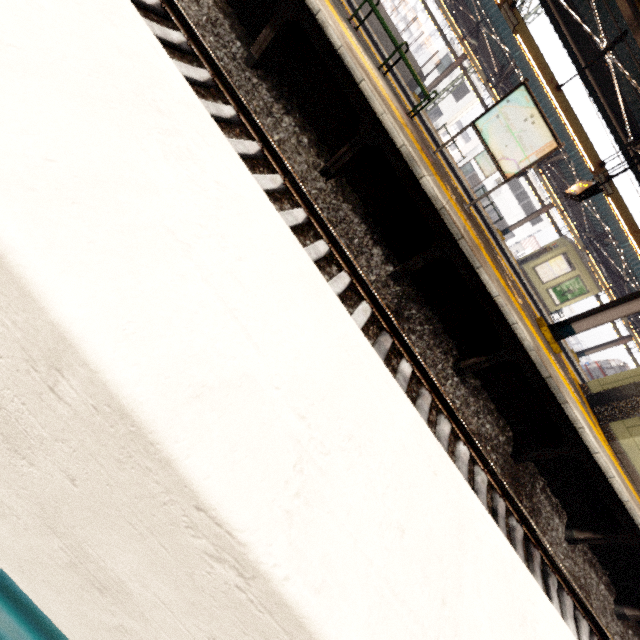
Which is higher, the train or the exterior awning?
the train

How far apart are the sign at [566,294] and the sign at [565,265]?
0.3m

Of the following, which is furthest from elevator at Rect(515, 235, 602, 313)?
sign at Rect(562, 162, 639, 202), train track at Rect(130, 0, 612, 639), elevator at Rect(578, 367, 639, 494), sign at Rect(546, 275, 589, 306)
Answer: train track at Rect(130, 0, 612, 639)

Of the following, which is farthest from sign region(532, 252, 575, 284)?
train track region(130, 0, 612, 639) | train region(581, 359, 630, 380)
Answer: train track region(130, 0, 612, 639)

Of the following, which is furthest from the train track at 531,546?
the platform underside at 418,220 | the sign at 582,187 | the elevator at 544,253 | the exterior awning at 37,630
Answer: the elevator at 544,253

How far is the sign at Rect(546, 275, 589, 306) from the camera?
19.0 meters

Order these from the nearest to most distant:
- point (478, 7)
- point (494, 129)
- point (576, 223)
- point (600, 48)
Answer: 1. point (494, 129)
2. point (600, 48)
3. point (478, 7)
4. point (576, 223)

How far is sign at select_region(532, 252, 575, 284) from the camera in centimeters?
1881cm
